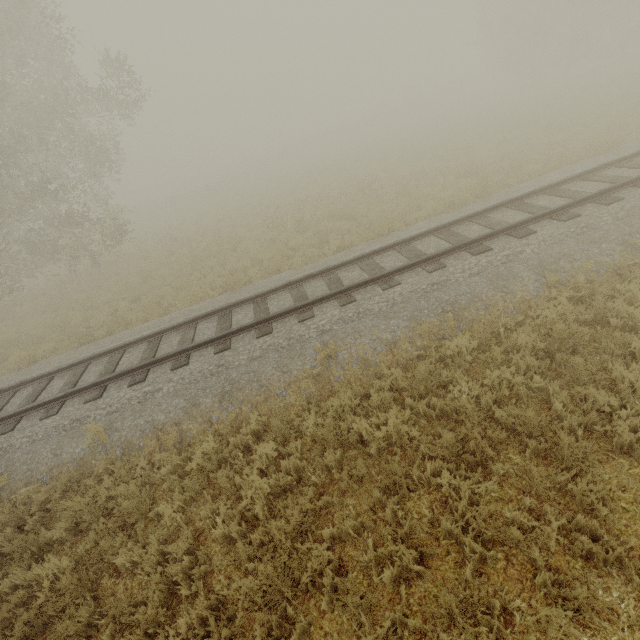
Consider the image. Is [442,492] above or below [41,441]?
below
